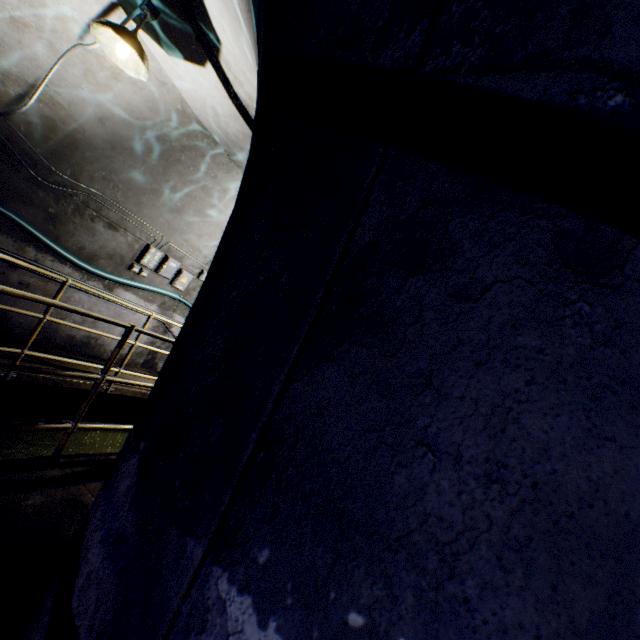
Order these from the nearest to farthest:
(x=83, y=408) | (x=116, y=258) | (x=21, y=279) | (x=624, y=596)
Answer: (x=624, y=596) < (x=83, y=408) < (x=21, y=279) < (x=116, y=258)

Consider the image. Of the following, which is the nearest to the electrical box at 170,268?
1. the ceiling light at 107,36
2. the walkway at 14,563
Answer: the walkway at 14,563

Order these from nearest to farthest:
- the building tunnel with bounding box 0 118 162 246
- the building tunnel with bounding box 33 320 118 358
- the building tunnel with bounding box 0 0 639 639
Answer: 1. the building tunnel with bounding box 0 0 639 639
2. the building tunnel with bounding box 0 118 162 246
3. the building tunnel with bounding box 33 320 118 358

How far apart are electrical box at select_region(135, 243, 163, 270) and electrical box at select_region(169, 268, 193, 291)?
0.5 meters

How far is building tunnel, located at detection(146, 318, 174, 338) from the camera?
6.5 meters

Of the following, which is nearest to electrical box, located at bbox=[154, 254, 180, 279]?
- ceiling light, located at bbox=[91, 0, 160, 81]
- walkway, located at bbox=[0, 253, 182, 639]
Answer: walkway, located at bbox=[0, 253, 182, 639]

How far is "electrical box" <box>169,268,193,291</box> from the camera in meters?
6.4 m

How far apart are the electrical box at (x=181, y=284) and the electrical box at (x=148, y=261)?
0.50m
